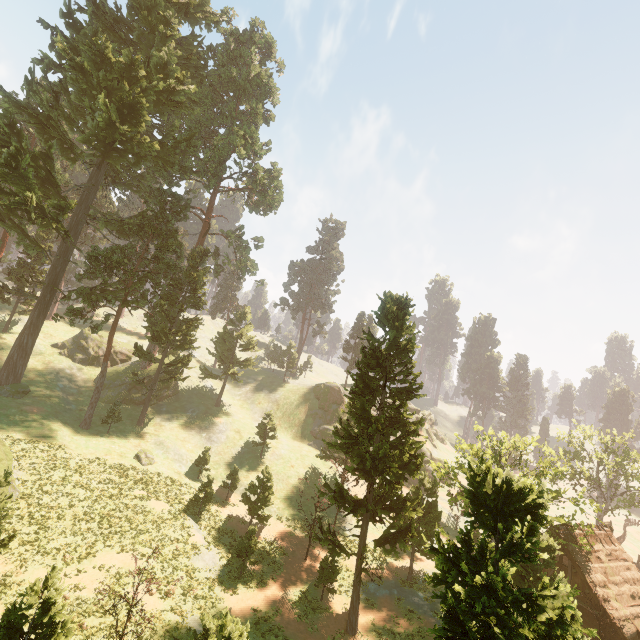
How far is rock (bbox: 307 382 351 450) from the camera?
52.4 meters

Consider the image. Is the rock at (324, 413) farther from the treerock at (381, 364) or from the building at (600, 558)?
the building at (600, 558)

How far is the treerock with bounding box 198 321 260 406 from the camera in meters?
49.9 m

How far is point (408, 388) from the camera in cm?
2517

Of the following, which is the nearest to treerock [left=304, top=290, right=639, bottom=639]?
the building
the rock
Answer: the building

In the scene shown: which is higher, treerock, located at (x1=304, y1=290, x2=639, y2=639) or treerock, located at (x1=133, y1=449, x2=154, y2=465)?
treerock, located at (x1=304, y1=290, x2=639, y2=639)

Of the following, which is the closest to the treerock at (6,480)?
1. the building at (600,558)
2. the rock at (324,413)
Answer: the building at (600,558)

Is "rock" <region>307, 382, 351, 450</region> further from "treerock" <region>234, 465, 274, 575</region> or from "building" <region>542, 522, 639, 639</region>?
"building" <region>542, 522, 639, 639</region>
